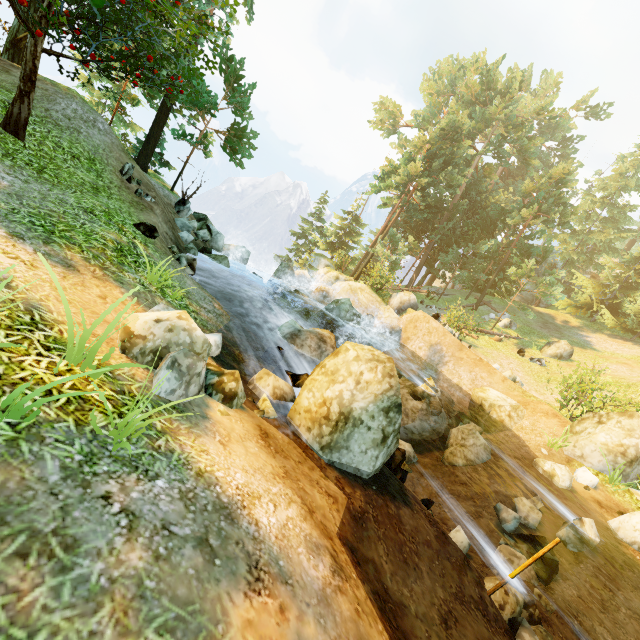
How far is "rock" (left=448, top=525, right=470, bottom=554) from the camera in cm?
693

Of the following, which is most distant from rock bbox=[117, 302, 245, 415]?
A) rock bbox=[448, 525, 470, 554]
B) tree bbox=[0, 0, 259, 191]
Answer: rock bbox=[448, 525, 470, 554]

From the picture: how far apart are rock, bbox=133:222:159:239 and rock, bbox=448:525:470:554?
9.9m

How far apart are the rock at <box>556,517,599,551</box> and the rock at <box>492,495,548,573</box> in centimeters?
36cm

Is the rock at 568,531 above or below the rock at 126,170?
below

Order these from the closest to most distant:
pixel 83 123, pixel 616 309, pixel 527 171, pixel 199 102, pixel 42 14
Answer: pixel 42 14
pixel 83 123
pixel 199 102
pixel 616 309
pixel 527 171

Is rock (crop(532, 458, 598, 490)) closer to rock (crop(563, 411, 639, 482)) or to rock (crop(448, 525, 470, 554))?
rock (crop(563, 411, 639, 482))

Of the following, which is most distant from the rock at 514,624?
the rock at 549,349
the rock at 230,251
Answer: the rock at 549,349
